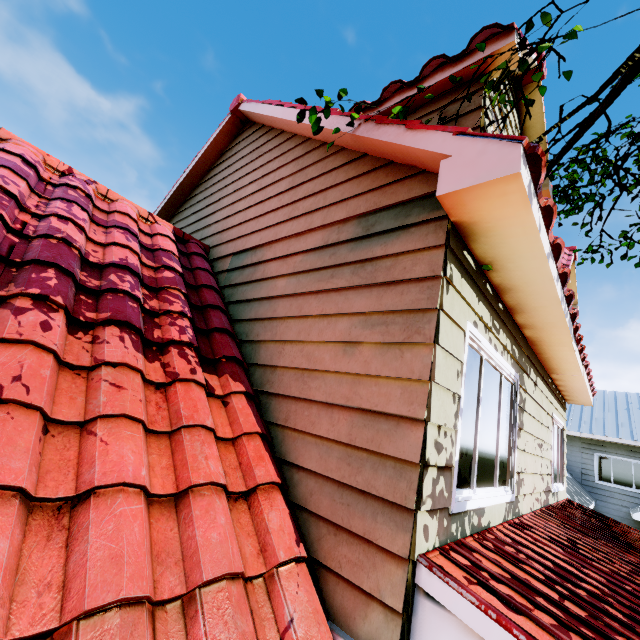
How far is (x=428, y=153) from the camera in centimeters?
240cm
